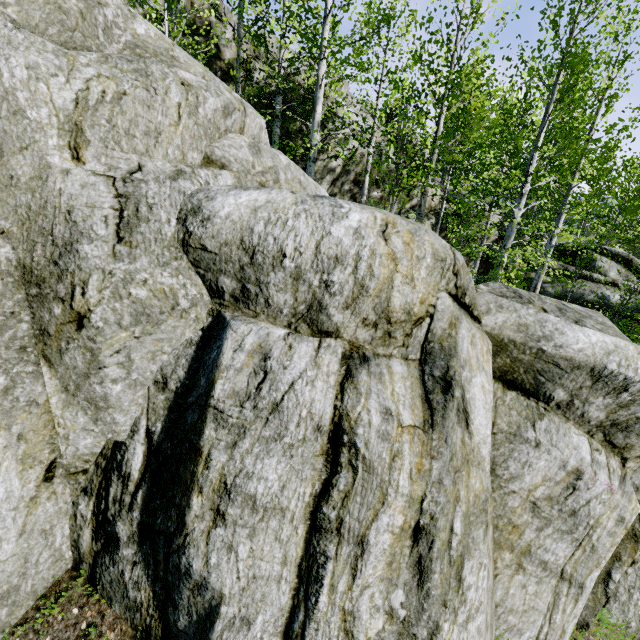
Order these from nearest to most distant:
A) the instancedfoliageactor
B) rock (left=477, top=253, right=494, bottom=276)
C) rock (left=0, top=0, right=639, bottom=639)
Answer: rock (left=0, top=0, right=639, bottom=639) → the instancedfoliageactor → rock (left=477, top=253, right=494, bottom=276)

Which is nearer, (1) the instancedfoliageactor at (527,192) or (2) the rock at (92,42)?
(2) the rock at (92,42)

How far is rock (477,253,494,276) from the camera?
18.0m

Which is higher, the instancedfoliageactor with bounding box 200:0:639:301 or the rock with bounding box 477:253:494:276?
the instancedfoliageactor with bounding box 200:0:639:301

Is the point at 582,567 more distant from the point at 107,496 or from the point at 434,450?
the point at 107,496

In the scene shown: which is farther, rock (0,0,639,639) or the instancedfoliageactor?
the instancedfoliageactor

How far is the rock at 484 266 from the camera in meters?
18.0 m
